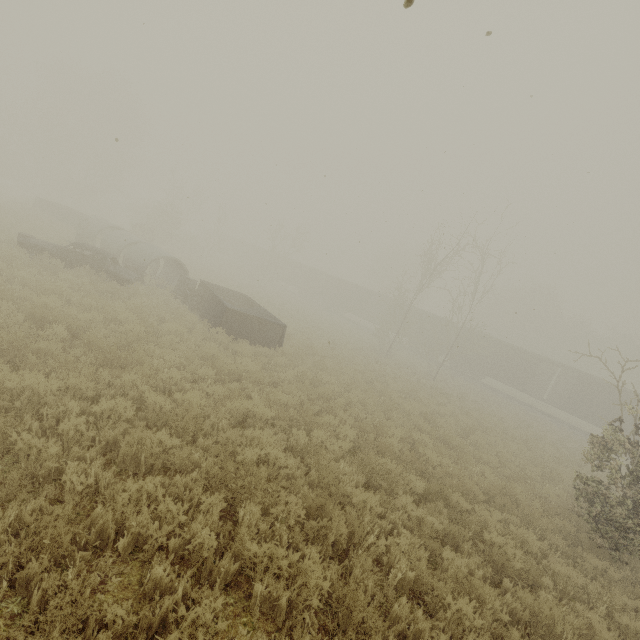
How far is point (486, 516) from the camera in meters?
7.0 m

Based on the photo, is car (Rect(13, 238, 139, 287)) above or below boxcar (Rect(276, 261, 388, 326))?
below

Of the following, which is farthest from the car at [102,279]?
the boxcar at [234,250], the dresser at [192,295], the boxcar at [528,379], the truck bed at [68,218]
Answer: the boxcar at [528,379]

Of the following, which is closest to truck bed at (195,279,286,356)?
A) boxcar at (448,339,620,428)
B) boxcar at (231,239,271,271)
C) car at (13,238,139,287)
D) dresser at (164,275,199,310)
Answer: dresser at (164,275,199,310)

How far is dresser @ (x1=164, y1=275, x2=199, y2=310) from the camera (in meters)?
15.84

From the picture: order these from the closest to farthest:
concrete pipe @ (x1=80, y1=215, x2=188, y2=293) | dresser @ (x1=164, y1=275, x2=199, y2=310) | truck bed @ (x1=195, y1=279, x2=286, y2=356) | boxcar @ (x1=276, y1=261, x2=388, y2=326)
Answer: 1. truck bed @ (x1=195, y1=279, x2=286, y2=356)
2. dresser @ (x1=164, y1=275, x2=199, y2=310)
3. concrete pipe @ (x1=80, y1=215, x2=188, y2=293)
4. boxcar @ (x1=276, y1=261, x2=388, y2=326)

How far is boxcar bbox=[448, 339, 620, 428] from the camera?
26.7m

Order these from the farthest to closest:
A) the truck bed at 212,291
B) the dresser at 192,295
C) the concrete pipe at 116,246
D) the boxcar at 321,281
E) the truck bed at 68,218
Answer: the boxcar at 321,281 → the truck bed at 68,218 → the concrete pipe at 116,246 → the dresser at 192,295 → the truck bed at 212,291
